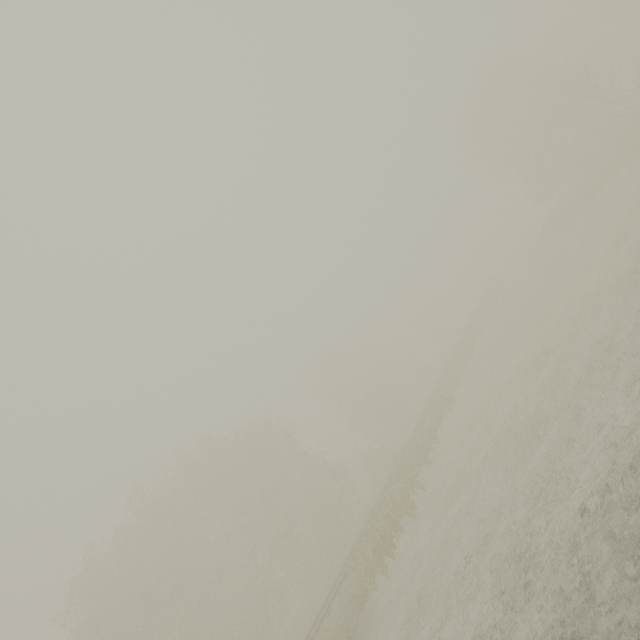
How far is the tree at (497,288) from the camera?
41.6 meters

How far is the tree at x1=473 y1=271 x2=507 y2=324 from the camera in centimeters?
4162cm

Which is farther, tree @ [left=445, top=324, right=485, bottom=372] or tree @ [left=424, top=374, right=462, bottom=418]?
tree @ [left=445, top=324, right=485, bottom=372]

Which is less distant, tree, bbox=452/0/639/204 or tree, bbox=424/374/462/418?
tree, bbox=424/374/462/418

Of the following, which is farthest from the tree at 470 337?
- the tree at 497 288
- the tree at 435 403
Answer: the tree at 497 288

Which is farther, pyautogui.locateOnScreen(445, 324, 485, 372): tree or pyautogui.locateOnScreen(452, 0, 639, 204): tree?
pyautogui.locateOnScreen(445, 324, 485, 372): tree

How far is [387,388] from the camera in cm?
4869

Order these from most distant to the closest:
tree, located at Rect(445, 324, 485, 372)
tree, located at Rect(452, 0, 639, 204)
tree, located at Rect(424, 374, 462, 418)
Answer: tree, located at Rect(445, 324, 485, 372) → tree, located at Rect(452, 0, 639, 204) → tree, located at Rect(424, 374, 462, 418)
